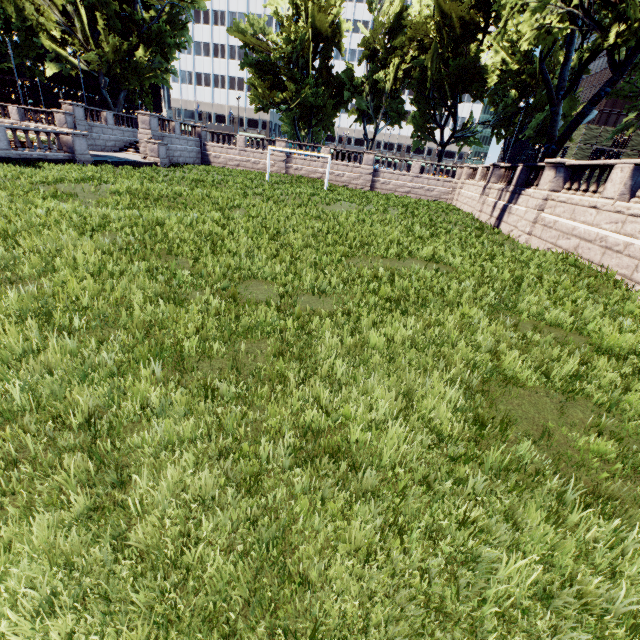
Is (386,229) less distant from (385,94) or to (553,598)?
(553,598)

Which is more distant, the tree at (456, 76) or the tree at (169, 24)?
the tree at (169, 24)

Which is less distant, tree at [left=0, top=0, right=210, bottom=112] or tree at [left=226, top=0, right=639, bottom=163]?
tree at [left=226, top=0, right=639, bottom=163]
